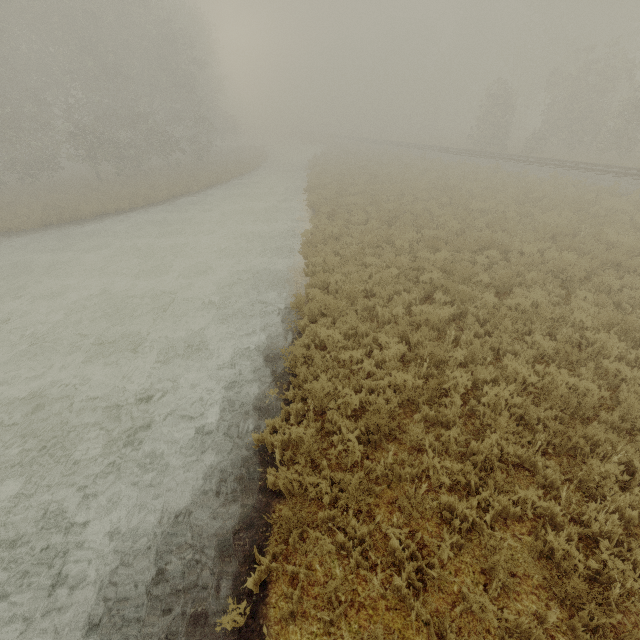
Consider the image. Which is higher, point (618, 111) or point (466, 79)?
point (466, 79)
